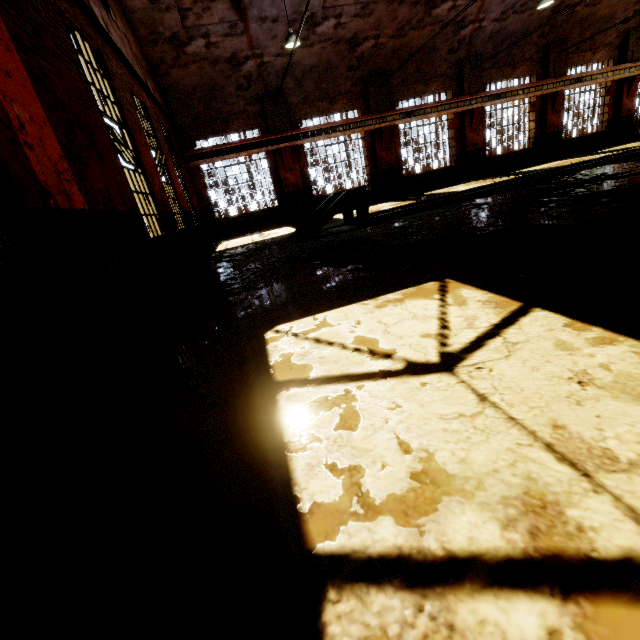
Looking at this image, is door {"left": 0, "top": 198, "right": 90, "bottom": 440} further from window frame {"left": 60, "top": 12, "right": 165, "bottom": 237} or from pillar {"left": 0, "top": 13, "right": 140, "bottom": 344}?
window frame {"left": 60, "top": 12, "right": 165, "bottom": 237}

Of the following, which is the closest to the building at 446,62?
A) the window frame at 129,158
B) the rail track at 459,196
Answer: the window frame at 129,158

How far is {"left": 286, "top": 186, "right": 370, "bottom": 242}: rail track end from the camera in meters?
8.8 m

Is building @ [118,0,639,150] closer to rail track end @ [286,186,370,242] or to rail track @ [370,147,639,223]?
rail track @ [370,147,639,223]

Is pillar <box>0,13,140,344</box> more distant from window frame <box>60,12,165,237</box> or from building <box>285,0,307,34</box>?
window frame <box>60,12,165,237</box>

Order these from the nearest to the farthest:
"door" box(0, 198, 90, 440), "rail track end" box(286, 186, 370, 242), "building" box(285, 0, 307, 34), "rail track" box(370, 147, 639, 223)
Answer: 1. "door" box(0, 198, 90, 440)
2. "rail track end" box(286, 186, 370, 242)
3. "rail track" box(370, 147, 639, 223)
4. "building" box(285, 0, 307, 34)

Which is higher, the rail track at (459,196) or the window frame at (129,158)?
the window frame at (129,158)

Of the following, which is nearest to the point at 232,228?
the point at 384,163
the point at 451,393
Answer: the point at 384,163
